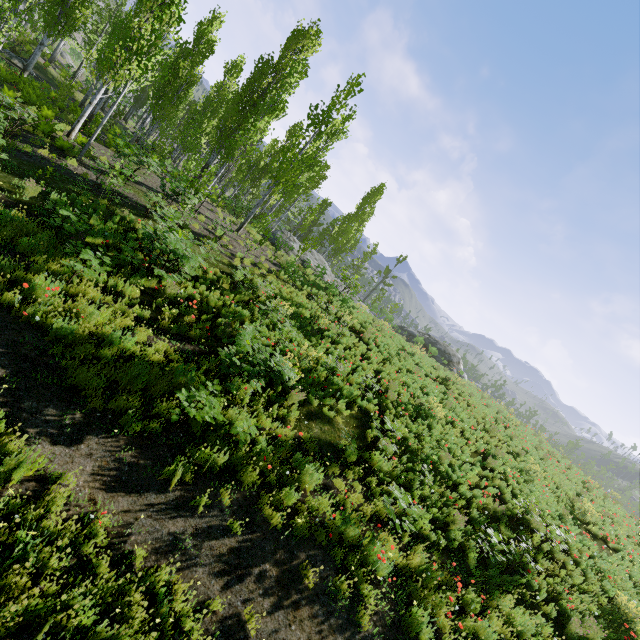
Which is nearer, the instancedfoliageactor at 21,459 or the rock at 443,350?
the instancedfoliageactor at 21,459

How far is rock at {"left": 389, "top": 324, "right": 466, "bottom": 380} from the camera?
34.5m

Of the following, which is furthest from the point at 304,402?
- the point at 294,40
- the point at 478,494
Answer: the point at 294,40

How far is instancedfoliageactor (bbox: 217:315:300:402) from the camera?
6.65m

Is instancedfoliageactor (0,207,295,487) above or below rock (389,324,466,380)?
below

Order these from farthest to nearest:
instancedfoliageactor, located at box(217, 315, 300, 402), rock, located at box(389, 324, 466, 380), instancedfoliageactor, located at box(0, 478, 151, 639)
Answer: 1. rock, located at box(389, 324, 466, 380)
2. instancedfoliageactor, located at box(217, 315, 300, 402)
3. instancedfoliageactor, located at box(0, 478, 151, 639)

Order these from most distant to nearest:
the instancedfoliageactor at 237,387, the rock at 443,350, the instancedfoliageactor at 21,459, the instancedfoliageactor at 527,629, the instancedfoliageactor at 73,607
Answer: the rock at 443,350 < the instancedfoliageactor at 237,387 < the instancedfoliageactor at 527,629 < the instancedfoliageactor at 21,459 < the instancedfoliageactor at 73,607
